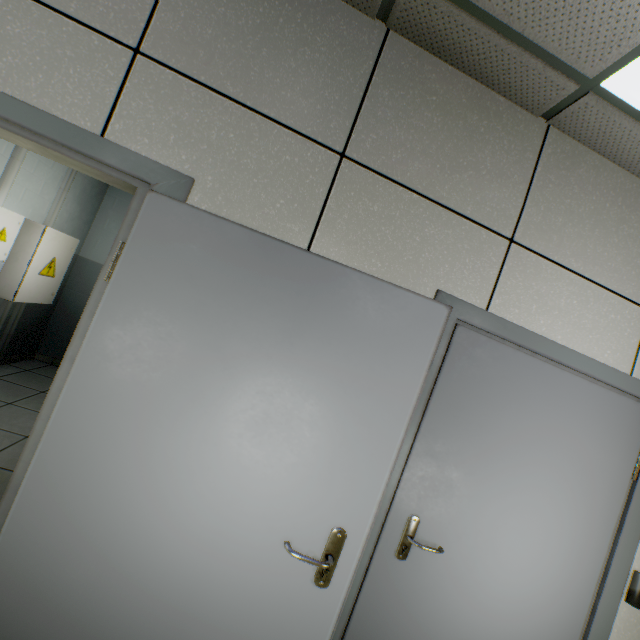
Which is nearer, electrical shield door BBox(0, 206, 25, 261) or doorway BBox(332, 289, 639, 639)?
doorway BBox(332, 289, 639, 639)

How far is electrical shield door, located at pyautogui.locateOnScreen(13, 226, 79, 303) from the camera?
3.55m

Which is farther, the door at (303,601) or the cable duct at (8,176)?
the cable duct at (8,176)

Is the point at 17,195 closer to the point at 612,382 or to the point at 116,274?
the point at 116,274

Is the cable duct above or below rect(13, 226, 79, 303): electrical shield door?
above

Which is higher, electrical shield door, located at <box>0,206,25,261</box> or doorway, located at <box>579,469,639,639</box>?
electrical shield door, located at <box>0,206,25,261</box>

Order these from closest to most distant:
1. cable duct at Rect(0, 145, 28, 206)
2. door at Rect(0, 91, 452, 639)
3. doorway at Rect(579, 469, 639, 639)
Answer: door at Rect(0, 91, 452, 639) < doorway at Rect(579, 469, 639, 639) < cable duct at Rect(0, 145, 28, 206)

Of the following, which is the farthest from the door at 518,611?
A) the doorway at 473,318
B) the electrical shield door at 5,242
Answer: the electrical shield door at 5,242
